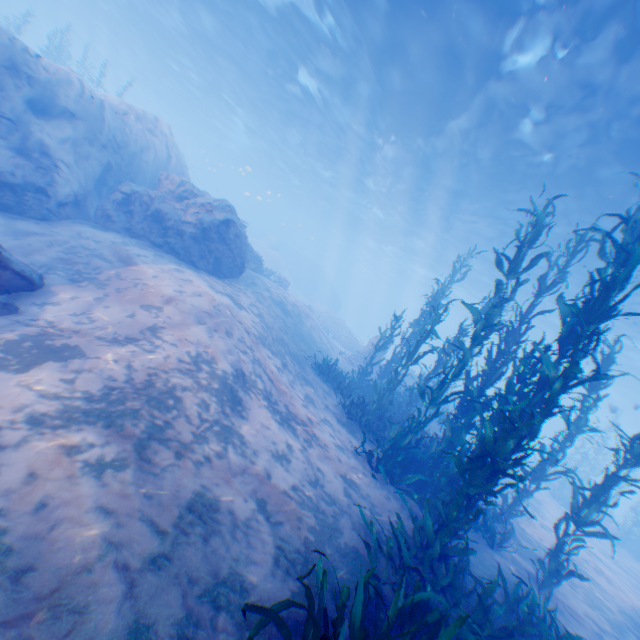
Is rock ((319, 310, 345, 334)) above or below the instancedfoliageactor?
above

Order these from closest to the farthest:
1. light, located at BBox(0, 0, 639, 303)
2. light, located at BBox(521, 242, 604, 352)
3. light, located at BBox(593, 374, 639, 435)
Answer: light, located at BBox(0, 0, 639, 303)
light, located at BBox(521, 242, 604, 352)
light, located at BBox(593, 374, 639, 435)

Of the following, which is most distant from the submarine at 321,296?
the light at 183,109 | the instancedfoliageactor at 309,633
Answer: the instancedfoliageactor at 309,633

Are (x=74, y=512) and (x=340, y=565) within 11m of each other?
yes

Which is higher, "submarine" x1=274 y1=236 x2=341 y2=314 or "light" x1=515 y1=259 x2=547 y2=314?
"light" x1=515 y1=259 x2=547 y2=314

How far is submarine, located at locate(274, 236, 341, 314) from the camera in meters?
47.5

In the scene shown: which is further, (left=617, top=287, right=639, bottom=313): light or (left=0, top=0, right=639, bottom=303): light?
(left=617, top=287, right=639, bottom=313): light

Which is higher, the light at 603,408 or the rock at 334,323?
the light at 603,408
